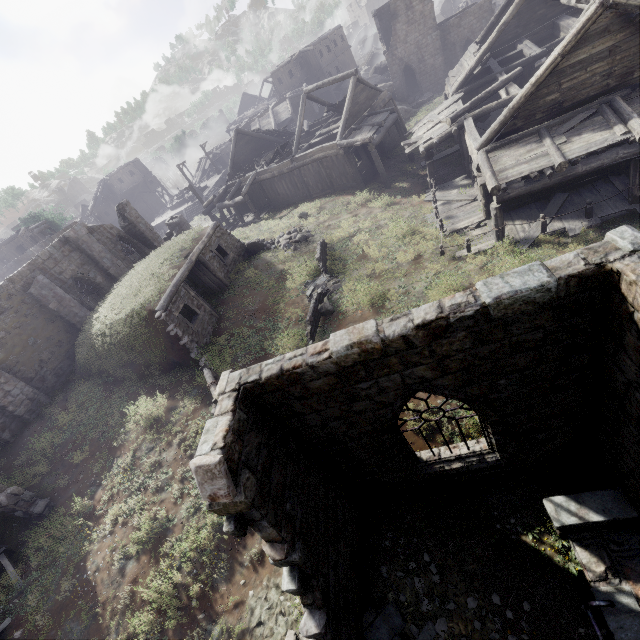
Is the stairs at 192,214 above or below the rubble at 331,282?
above

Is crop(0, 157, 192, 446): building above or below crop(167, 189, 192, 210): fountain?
above

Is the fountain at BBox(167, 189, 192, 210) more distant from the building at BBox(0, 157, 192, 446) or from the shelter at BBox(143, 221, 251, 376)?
the shelter at BBox(143, 221, 251, 376)

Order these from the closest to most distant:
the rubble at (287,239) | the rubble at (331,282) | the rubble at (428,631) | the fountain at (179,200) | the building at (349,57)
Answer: the rubble at (428,631), the building at (349,57), the rubble at (331,282), the rubble at (287,239), the fountain at (179,200)

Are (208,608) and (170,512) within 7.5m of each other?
yes

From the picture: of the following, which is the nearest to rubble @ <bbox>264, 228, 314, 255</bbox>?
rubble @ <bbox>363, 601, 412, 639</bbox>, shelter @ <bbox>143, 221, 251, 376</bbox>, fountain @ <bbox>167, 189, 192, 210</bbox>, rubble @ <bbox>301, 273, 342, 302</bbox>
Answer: shelter @ <bbox>143, 221, 251, 376</bbox>

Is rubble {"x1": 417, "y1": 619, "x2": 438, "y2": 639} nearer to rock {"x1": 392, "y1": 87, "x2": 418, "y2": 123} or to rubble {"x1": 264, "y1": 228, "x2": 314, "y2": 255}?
rubble {"x1": 264, "y1": 228, "x2": 314, "y2": 255}

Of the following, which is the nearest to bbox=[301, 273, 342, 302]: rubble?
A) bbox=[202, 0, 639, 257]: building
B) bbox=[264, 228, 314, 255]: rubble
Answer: bbox=[264, 228, 314, 255]: rubble
